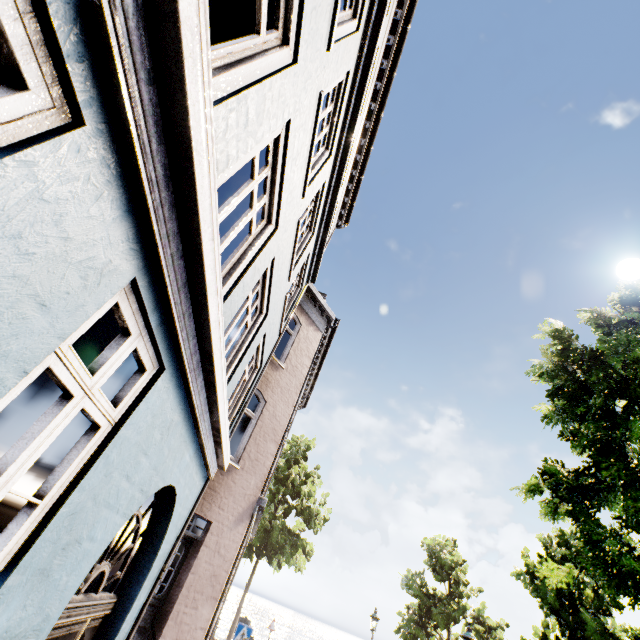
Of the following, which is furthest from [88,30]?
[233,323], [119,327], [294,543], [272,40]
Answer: [294,543]
